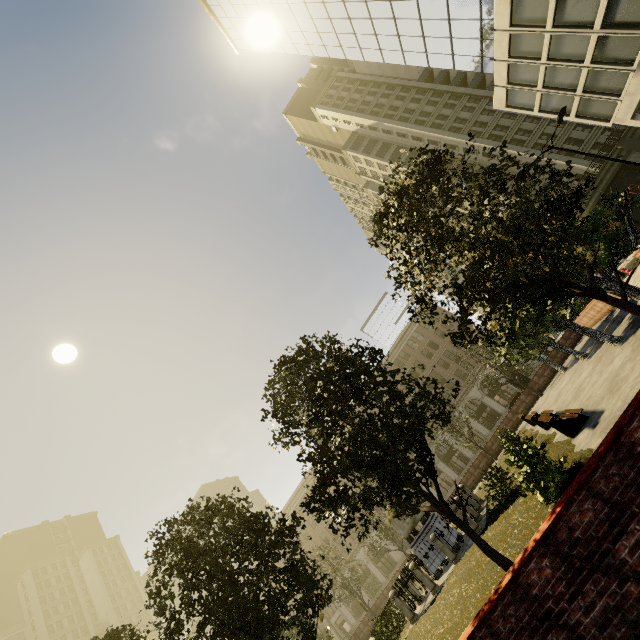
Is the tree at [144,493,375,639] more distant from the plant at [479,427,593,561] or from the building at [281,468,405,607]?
the building at [281,468,405,607]

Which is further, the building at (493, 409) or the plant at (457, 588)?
the building at (493, 409)

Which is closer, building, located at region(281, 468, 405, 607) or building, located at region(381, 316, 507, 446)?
building, located at region(381, 316, 507, 446)

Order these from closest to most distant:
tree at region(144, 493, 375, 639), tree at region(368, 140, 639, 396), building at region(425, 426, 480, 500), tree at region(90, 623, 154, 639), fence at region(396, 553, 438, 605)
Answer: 1. tree at region(368, 140, 639, 396)
2. tree at region(144, 493, 375, 639)
3. tree at region(90, 623, 154, 639)
4. fence at region(396, 553, 438, 605)
5. building at region(425, 426, 480, 500)

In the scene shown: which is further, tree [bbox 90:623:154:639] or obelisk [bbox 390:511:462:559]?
obelisk [bbox 390:511:462:559]

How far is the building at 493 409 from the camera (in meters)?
47.50

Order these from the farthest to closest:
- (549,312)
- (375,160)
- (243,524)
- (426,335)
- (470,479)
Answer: (375,160)
(426,335)
(470,479)
(549,312)
(243,524)
